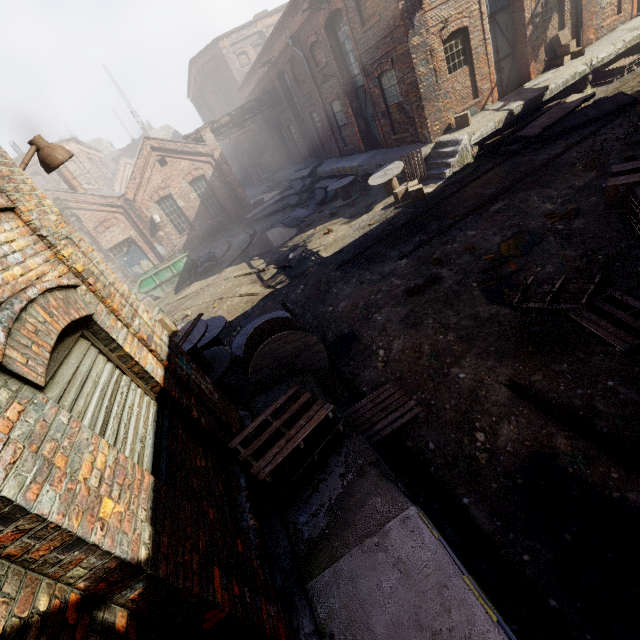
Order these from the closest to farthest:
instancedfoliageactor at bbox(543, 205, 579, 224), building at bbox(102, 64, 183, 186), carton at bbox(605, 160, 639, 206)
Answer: carton at bbox(605, 160, 639, 206), instancedfoliageactor at bbox(543, 205, 579, 224), building at bbox(102, 64, 183, 186)

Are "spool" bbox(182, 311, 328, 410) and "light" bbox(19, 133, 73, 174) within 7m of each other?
yes

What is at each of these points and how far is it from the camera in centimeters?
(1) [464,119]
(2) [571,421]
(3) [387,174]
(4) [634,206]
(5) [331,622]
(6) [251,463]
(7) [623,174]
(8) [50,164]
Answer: (1) carton, 1275cm
(2) track, 402cm
(3) spool, 1320cm
(4) pallet, 596cm
(5) building, 279cm
(6) pallet, 375cm
(7) carton, 685cm
(8) light, 407cm

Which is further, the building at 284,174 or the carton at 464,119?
the building at 284,174

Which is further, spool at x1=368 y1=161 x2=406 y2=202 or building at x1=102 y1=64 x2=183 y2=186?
building at x1=102 y1=64 x2=183 y2=186

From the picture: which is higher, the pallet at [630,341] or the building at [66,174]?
the building at [66,174]

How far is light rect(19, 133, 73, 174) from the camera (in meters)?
3.93

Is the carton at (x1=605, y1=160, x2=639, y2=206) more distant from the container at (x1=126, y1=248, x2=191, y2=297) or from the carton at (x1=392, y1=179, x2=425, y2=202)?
the container at (x1=126, y1=248, x2=191, y2=297)
